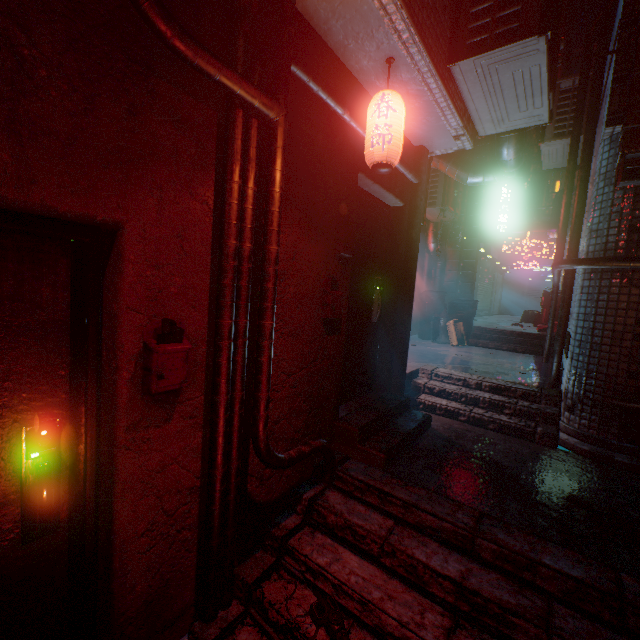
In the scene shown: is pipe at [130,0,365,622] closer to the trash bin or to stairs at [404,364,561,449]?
stairs at [404,364,561,449]

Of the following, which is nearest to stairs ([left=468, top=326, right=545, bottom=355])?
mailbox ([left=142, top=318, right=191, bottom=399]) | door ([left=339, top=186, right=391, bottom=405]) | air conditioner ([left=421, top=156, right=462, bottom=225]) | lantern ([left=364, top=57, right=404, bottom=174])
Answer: air conditioner ([left=421, top=156, right=462, bottom=225])

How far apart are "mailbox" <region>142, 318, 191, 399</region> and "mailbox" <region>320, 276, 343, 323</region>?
1.1m

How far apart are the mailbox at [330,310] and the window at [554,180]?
23.6 meters

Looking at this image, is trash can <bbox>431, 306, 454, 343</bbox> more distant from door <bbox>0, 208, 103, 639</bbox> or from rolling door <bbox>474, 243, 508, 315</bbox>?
door <bbox>0, 208, 103, 639</bbox>

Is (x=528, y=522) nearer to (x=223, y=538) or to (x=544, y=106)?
(x=223, y=538)

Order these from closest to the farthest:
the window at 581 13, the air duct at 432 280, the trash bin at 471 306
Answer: the air duct at 432 280
the trash bin at 471 306
the window at 581 13

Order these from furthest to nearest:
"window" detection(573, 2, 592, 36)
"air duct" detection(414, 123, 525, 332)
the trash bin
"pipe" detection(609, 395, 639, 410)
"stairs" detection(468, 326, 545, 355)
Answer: "window" detection(573, 2, 592, 36), the trash bin, "stairs" detection(468, 326, 545, 355), "air duct" detection(414, 123, 525, 332), "pipe" detection(609, 395, 639, 410)
